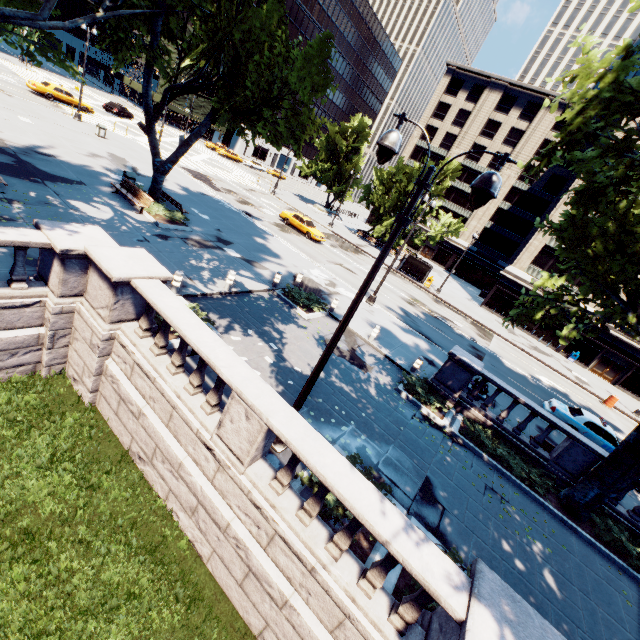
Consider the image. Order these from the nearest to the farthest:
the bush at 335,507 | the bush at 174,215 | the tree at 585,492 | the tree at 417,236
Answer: the bush at 335,507 → the tree at 585,492 → the bush at 174,215 → the tree at 417,236

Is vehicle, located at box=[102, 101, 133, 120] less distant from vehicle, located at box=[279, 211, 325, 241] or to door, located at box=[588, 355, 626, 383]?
vehicle, located at box=[279, 211, 325, 241]

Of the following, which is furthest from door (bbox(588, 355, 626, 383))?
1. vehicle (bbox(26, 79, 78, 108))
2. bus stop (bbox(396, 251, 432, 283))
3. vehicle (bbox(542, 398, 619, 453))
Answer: vehicle (bbox(26, 79, 78, 108))

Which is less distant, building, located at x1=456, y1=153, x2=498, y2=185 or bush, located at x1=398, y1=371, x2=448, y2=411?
bush, located at x1=398, y1=371, x2=448, y2=411

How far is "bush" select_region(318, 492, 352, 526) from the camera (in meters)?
6.68

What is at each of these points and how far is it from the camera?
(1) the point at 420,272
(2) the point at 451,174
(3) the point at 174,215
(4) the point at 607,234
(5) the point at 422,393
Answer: (1) bus stop, 36.9m
(2) tree, 45.2m
(3) bush, 17.6m
(4) tree, 9.3m
(5) bush, 13.0m

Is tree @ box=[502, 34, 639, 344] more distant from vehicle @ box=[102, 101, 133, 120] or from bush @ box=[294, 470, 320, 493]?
vehicle @ box=[102, 101, 133, 120]

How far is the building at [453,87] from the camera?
52.7 meters
